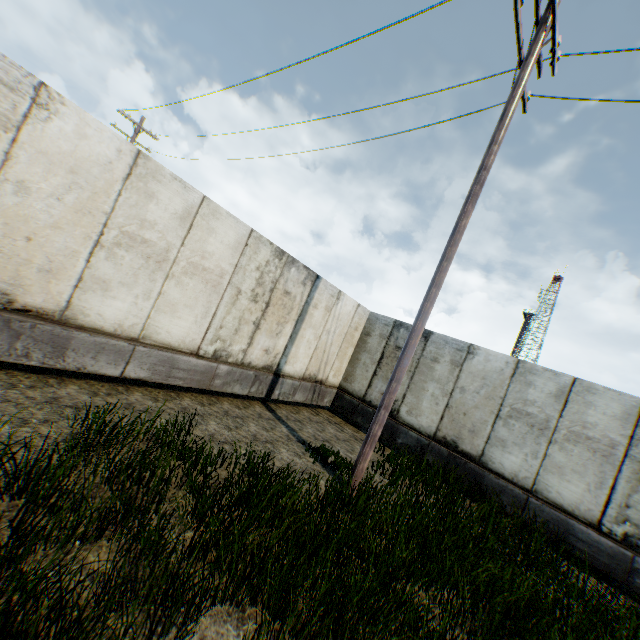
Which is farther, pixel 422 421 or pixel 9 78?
pixel 422 421
